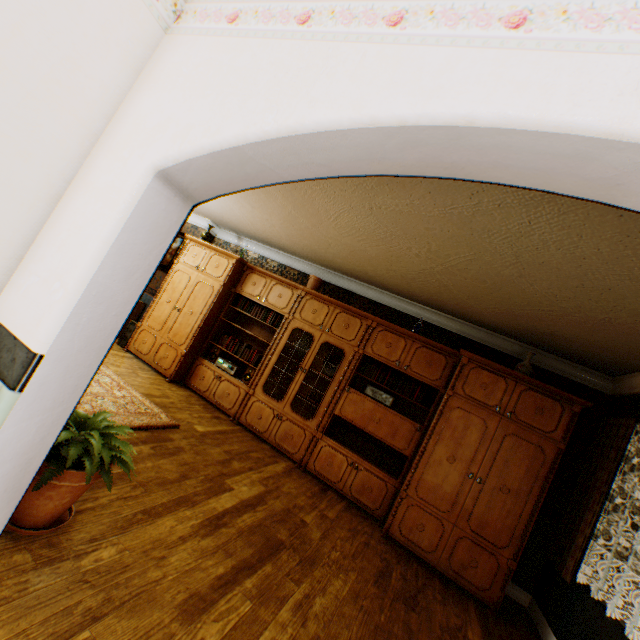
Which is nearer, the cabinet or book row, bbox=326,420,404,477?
the cabinet

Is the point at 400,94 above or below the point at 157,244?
above

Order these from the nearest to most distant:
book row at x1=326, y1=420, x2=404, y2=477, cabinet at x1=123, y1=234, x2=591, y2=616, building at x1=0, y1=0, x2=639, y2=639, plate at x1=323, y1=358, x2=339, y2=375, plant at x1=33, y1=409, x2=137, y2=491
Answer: building at x1=0, y1=0, x2=639, y2=639 < plant at x1=33, y1=409, x2=137, y2=491 < cabinet at x1=123, y1=234, x2=591, y2=616 < book row at x1=326, y1=420, x2=404, y2=477 < plate at x1=323, y1=358, x2=339, y2=375

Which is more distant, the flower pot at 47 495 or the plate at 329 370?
the plate at 329 370

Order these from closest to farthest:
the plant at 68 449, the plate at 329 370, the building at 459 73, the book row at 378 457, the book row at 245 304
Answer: the building at 459 73
the plant at 68 449
the book row at 378 457
the plate at 329 370
the book row at 245 304

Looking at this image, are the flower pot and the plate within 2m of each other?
no

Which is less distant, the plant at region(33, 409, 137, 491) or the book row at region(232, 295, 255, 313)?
the plant at region(33, 409, 137, 491)

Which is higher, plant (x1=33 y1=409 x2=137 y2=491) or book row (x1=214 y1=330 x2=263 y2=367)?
book row (x1=214 y1=330 x2=263 y2=367)
